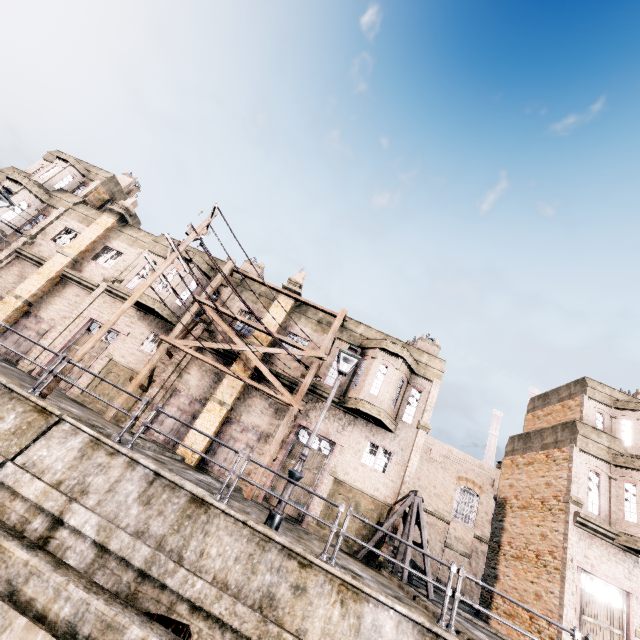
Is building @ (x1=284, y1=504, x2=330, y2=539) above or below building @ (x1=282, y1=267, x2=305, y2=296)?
below

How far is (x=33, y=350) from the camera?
19.91m

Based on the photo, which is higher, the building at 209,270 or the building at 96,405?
the building at 209,270

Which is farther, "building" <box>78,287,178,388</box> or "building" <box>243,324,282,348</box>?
"building" <box>243,324,282,348</box>

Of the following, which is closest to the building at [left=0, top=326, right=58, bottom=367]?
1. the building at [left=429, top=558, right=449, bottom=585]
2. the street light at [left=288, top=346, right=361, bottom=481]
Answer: the building at [left=429, top=558, right=449, bottom=585]

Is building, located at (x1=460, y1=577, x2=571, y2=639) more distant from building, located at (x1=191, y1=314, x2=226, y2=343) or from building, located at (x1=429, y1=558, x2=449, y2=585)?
building, located at (x1=429, y1=558, x2=449, y2=585)

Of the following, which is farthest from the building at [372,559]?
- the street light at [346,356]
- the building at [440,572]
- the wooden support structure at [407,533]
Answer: the street light at [346,356]

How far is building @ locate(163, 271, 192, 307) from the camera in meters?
21.4 m
